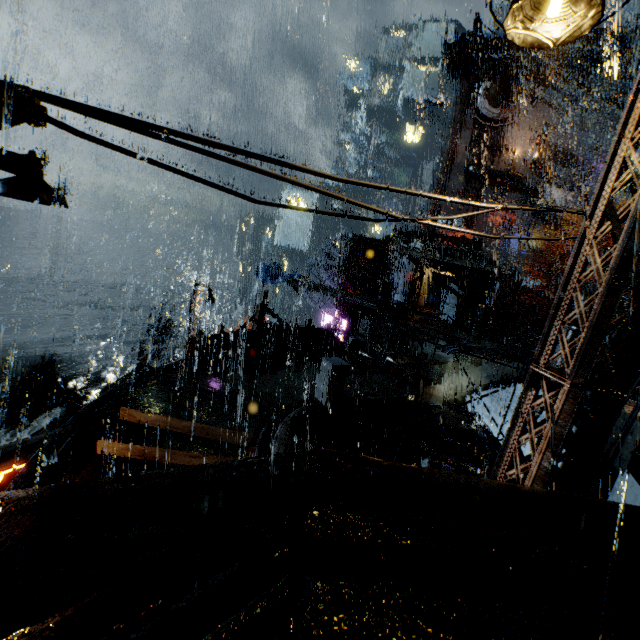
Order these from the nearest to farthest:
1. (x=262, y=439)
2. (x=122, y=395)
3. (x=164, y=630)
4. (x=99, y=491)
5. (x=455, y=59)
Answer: (x=164, y=630) < (x=99, y=491) < (x=262, y=439) < (x=122, y=395) < (x=455, y=59)

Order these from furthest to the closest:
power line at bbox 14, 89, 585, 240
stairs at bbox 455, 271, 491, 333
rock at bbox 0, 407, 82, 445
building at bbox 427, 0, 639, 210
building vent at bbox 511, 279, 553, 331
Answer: building at bbox 427, 0, 639, 210, building vent at bbox 511, 279, 553, 331, rock at bbox 0, 407, 82, 445, stairs at bbox 455, 271, 491, 333, power line at bbox 14, 89, 585, 240

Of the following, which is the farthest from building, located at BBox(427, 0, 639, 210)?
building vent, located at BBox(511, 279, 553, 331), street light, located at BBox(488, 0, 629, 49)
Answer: building vent, located at BBox(511, 279, 553, 331)

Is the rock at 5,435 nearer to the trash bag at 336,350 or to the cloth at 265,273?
the cloth at 265,273

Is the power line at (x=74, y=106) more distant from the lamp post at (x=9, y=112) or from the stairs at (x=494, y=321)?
the stairs at (x=494, y=321)

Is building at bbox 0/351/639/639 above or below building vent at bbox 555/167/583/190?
below

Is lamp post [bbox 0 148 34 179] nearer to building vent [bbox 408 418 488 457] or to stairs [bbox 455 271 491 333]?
building vent [bbox 408 418 488 457]

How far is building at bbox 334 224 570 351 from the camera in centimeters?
2553cm
